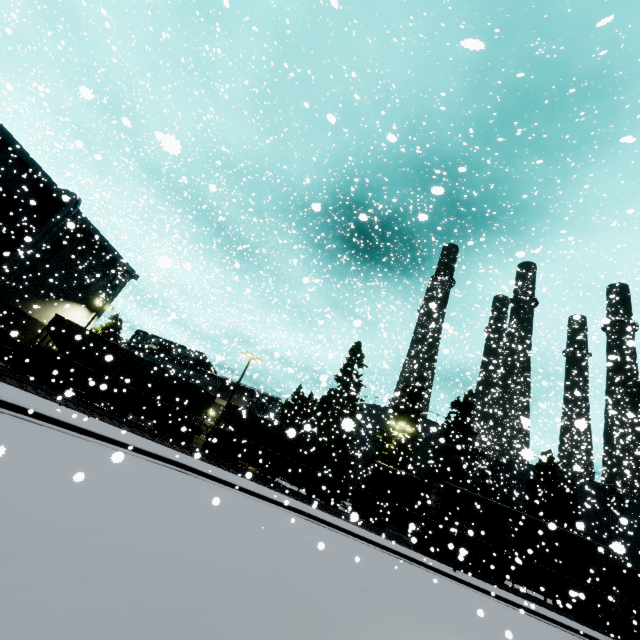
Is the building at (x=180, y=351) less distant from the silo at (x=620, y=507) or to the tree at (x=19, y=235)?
the tree at (x=19, y=235)

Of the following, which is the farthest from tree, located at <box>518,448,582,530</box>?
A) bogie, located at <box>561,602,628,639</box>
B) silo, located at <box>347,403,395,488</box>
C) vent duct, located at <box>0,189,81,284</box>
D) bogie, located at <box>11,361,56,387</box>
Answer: bogie, located at <box>11,361,56,387</box>

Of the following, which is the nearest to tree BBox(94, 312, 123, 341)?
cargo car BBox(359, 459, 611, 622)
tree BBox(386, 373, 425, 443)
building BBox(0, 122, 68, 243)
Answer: building BBox(0, 122, 68, 243)

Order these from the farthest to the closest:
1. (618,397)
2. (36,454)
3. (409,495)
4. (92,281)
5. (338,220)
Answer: (92,281)
(409,495)
(618,397)
(338,220)
(36,454)

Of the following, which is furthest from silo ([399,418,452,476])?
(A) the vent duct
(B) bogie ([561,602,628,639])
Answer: (B) bogie ([561,602,628,639])

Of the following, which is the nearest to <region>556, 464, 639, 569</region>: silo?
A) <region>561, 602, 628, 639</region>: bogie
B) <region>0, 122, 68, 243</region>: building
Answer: <region>0, 122, 68, 243</region>: building

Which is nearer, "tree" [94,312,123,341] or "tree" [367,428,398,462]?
"tree" [367,428,398,462]

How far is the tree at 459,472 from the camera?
32.9 meters
